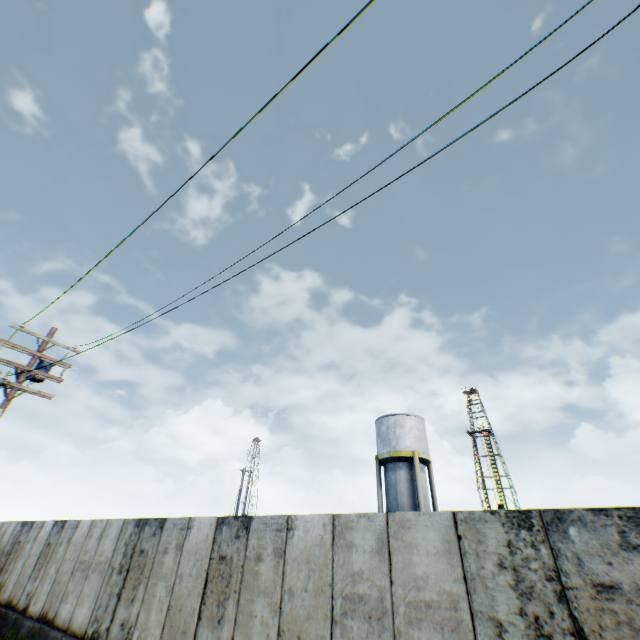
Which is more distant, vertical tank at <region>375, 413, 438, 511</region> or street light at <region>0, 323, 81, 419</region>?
vertical tank at <region>375, 413, 438, 511</region>

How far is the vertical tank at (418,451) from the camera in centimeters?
2275cm

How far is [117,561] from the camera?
10.0 meters

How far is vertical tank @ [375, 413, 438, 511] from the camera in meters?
22.8 m

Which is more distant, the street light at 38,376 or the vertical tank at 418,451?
the vertical tank at 418,451
